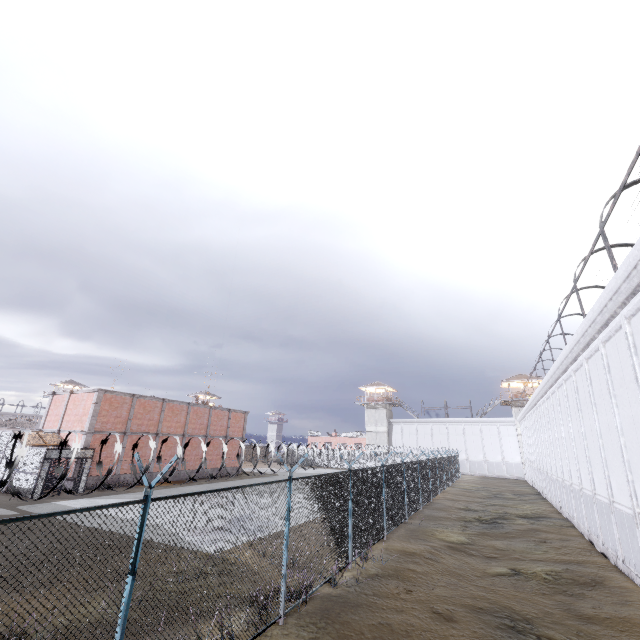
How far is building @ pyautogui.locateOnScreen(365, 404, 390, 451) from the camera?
56.8m

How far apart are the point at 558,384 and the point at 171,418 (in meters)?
31.02

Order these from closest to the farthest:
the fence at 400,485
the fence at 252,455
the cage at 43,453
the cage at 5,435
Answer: the fence at 400,485
the fence at 252,455
the cage at 43,453
the cage at 5,435

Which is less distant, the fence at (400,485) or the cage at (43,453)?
the fence at (400,485)

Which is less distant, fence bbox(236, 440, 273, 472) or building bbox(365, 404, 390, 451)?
fence bbox(236, 440, 273, 472)

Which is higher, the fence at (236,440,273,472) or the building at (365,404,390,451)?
the building at (365,404,390,451)

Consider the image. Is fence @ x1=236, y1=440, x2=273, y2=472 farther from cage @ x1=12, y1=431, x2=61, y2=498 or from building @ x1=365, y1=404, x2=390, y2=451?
building @ x1=365, y1=404, x2=390, y2=451
